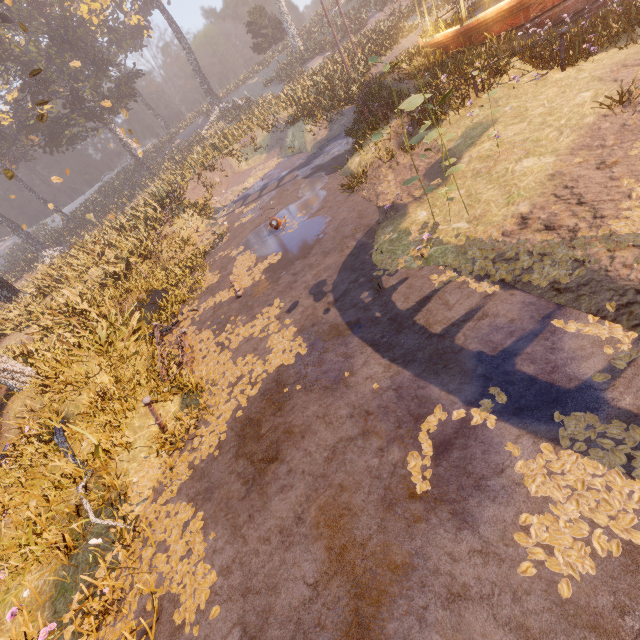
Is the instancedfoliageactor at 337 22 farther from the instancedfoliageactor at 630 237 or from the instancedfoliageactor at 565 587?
the instancedfoliageactor at 565 587

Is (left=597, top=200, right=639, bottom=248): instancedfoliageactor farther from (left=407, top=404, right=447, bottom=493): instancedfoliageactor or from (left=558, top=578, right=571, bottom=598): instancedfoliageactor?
(left=407, top=404, right=447, bottom=493): instancedfoliageactor

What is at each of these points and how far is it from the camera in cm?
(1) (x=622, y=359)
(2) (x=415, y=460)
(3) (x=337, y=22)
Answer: (1) instancedfoliageactor, 366
(2) instancedfoliageactor, 403
(3) instancedfoliageactor, 3678

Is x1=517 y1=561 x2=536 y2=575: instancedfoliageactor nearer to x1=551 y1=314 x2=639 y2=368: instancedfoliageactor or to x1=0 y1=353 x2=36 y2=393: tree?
x1=551 y1=314 x2=639 y2=368: instancedfoliageactor

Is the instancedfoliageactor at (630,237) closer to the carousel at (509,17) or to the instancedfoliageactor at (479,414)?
the instancedfoliageactor at (479,414)

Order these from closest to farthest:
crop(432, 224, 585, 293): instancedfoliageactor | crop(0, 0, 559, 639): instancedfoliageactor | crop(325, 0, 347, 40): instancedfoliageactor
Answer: crop(432, 224, 585, 293): instancedfoliageactor
crop(0, 0, 559, 639): instancedfoliageactor
crop(325, 0, 347, 40): instancedfoliageactor

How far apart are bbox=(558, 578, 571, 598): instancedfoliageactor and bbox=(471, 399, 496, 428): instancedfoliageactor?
0.2m

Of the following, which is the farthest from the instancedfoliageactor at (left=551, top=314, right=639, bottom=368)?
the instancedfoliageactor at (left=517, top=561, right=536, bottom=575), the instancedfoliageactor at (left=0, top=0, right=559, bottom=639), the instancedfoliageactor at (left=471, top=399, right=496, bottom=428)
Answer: the instancedfoliageactor at (left=0, top=0, right=559, bottom=639)
